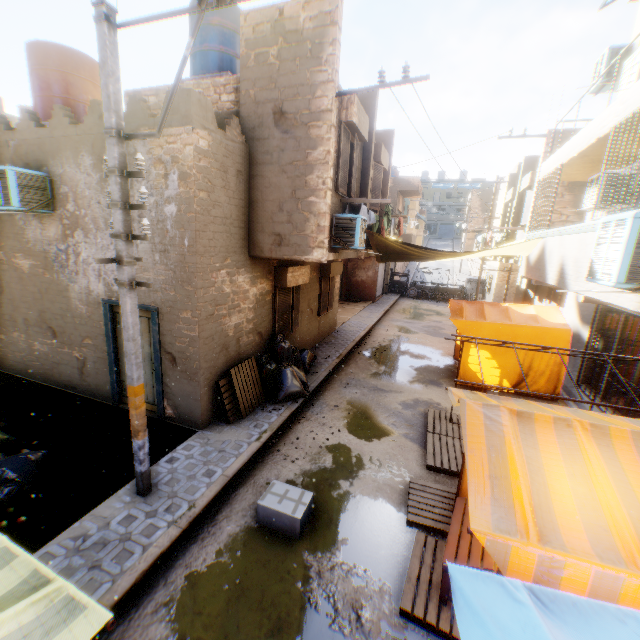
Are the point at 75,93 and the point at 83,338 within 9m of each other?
yes

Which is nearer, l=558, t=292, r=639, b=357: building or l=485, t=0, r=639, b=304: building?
l=558, t=292, r=639, b=357: building

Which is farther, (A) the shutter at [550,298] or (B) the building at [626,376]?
(A) the shutter at [550,298]

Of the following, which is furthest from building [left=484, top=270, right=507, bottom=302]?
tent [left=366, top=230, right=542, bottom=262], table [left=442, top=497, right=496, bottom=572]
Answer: table [left=442, top=497, right=496, bottom=572]

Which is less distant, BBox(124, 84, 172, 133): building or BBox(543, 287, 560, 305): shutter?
BBox(124, 84, 172, 133): building

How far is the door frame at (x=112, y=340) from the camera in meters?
7.1

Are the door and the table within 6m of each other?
yes

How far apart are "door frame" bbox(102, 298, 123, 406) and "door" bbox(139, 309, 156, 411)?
0.0 meters
